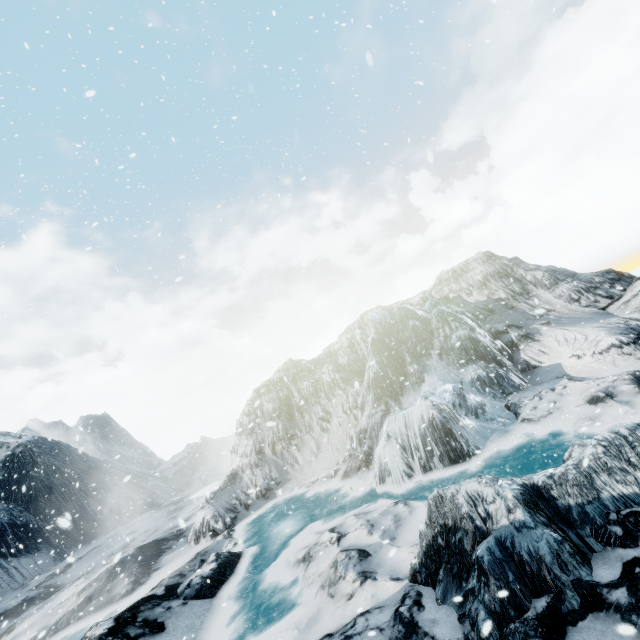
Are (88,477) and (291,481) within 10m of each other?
no
